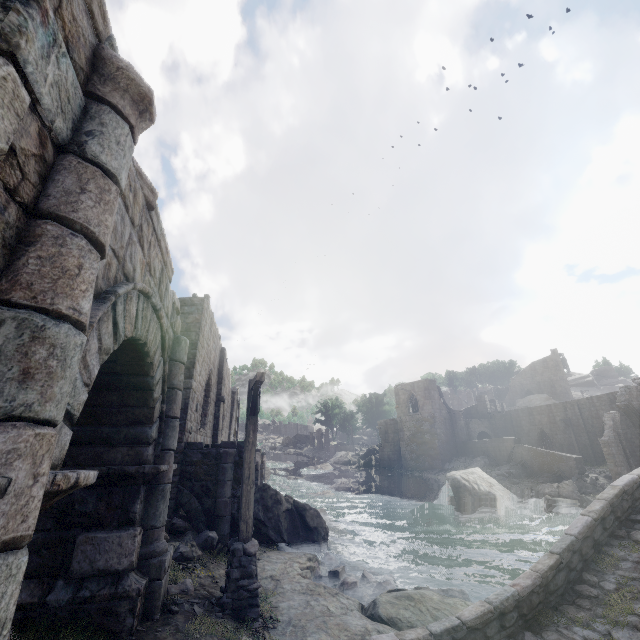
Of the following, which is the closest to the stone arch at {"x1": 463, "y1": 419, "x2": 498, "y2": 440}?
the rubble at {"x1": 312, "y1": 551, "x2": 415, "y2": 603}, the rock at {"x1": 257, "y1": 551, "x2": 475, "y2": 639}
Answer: the rubble at {"x1": 312, "y1": 551, "x2": 415, "y2": 603}

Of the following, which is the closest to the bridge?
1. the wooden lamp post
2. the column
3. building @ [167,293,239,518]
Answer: the wooden lamp post

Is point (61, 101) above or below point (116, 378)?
above

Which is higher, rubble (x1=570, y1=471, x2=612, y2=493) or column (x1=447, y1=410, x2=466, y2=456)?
column (x1=447, y1=410, x2=466, y2=456)

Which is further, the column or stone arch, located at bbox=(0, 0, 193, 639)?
the column

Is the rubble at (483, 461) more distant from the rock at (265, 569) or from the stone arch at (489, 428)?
the rock at (265, 569)

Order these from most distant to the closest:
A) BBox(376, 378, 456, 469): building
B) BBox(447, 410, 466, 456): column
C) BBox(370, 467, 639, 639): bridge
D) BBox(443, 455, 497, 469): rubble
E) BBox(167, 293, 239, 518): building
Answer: BBox(447, 410, 466, 456): column → BBox(376, 378, 456, 469): building → BBox(443, 455, 497, 469): rubble → BBox(167, 293, 239, 518): building → BBox(370, 467, 639, 639): bridge

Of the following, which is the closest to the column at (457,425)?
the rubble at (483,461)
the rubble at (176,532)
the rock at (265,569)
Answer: the rubble at (483,461)
